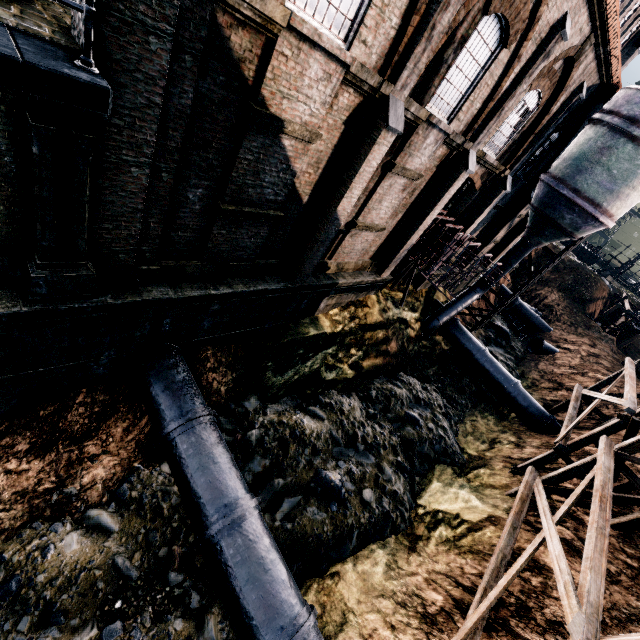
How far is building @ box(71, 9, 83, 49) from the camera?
5.0 meters

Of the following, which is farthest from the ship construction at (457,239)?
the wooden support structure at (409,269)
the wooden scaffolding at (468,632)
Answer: the wooden scaffolding at (468,632)

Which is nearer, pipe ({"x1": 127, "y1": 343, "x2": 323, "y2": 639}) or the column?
the column

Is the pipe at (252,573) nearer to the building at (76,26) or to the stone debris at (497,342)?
the stone debris at (497,342)

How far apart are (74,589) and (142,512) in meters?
2.0

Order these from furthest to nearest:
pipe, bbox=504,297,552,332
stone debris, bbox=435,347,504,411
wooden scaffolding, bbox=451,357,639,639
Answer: pipe, bbox=504,297,552,332 < stone debris, bbox=435,347,504,411 < wooden scaffolding, bbox=451,357,639,639

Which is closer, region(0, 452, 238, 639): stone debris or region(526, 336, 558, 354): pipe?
region(0, 452, 238, 639): stone debris

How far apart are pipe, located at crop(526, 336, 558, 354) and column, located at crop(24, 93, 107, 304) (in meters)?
35.09
